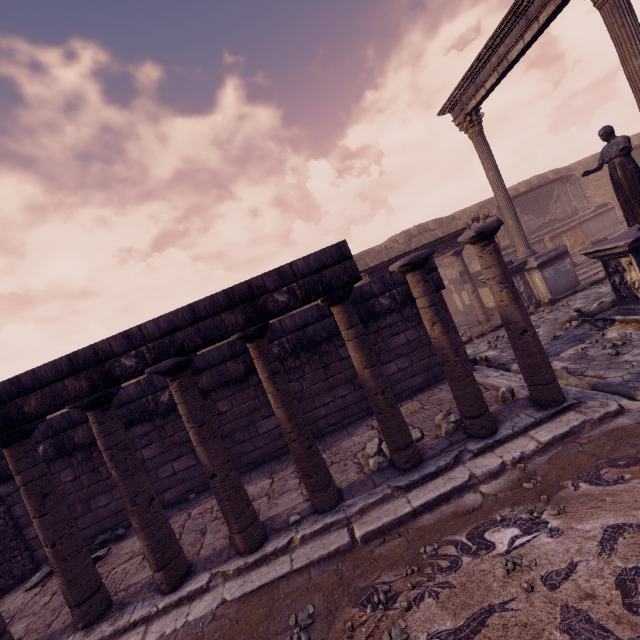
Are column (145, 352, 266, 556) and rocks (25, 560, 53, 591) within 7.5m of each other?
yes

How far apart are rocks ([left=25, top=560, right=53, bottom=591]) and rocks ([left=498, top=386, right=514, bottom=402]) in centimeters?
815cm

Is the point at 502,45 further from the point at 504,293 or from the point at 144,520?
the point at 144,520

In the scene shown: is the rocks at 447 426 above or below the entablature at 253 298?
below

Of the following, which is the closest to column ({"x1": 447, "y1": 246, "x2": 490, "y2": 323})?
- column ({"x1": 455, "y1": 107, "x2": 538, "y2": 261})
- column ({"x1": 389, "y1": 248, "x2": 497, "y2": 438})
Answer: column ({"x1": 455, "y1": 107, "x2": 538, "y2": 261})

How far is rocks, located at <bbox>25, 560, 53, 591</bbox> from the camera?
5.4m

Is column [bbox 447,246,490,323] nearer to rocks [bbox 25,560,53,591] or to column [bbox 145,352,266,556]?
column [bbox 145,352,266,556]

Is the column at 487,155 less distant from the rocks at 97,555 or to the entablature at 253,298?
the entablature at 253,298
